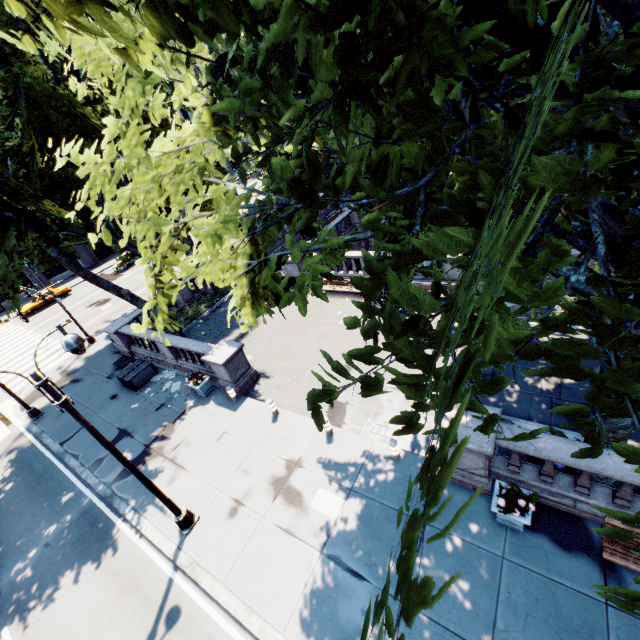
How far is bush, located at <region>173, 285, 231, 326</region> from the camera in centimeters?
2258cm

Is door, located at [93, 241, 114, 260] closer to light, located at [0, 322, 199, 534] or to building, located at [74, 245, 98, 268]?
building, located at [74, 245, 98, 268]

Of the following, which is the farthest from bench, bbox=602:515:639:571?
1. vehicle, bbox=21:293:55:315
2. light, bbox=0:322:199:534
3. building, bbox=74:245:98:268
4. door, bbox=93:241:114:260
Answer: door, bbox=93:241:114:260

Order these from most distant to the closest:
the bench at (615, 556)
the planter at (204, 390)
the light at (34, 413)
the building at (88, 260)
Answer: the building at (88, 260), the light at (34, 413), the planter at (204, 390), the bench at (615, 556)

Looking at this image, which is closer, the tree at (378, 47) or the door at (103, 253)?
the tree at (378, 47)

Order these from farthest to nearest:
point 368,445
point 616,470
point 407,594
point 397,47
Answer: point 368,445 → point 616,470 → point 397,47 → point 407,594

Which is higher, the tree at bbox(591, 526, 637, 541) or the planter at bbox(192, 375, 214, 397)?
the tree at bbox(591, 526, 637, 541)

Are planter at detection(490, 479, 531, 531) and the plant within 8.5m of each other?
yes
